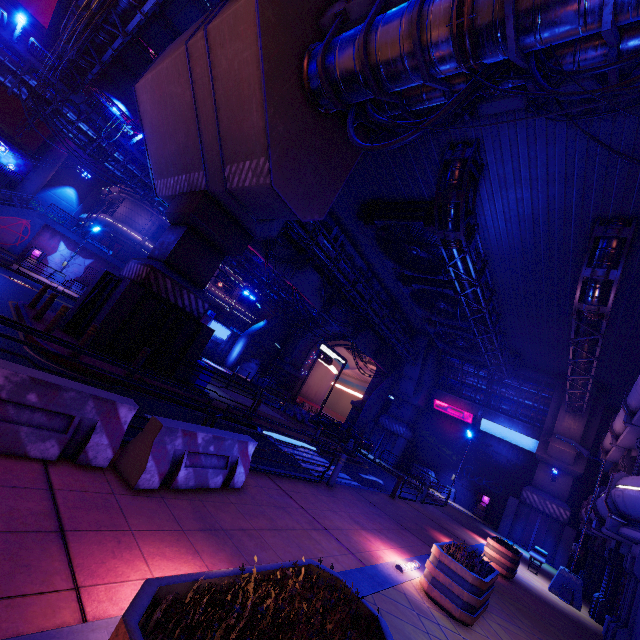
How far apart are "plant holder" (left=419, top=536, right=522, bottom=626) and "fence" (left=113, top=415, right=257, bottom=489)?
3.9m

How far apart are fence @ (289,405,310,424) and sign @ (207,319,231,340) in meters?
19.7 m

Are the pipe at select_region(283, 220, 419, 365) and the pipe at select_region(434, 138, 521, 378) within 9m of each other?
yes

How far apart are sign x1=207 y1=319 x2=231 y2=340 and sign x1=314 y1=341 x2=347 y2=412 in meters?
16.5

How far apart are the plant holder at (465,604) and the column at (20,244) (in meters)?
35.59

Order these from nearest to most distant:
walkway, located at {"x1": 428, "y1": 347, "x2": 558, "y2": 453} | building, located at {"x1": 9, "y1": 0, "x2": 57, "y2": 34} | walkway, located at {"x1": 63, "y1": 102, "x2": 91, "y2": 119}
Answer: walkway, located at {"x1": 63, "y1": 102, "x2": 91, "y2": 119}, walkway, located at {"x1": 428, "y1": 347, "x2": 558, "y2": 453}, building, located at {"x1": 9, "y1": 0, "x2": 57, "y2": 34}

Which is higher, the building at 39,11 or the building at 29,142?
the building at 39,11

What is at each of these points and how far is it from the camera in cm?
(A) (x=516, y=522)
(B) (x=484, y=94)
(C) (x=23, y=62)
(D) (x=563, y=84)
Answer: (A) pillar, 2298
(B) walkway, 862
(C) walkway, 2128
(D) walkway, 840
